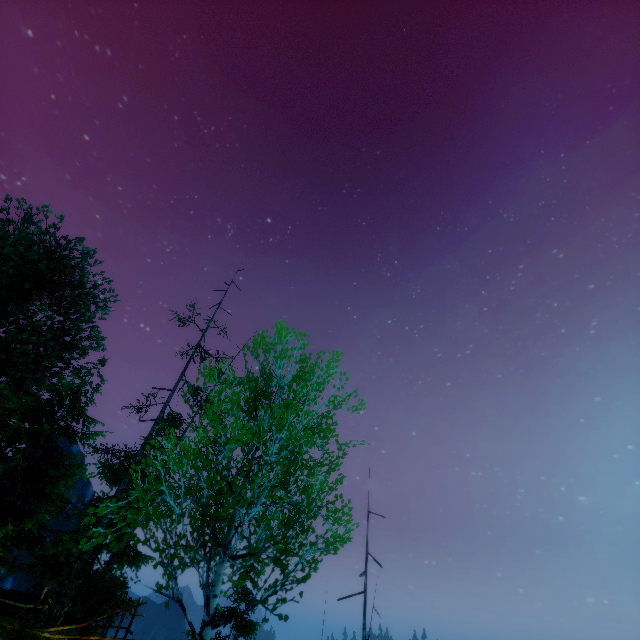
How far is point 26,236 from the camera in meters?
24.9
